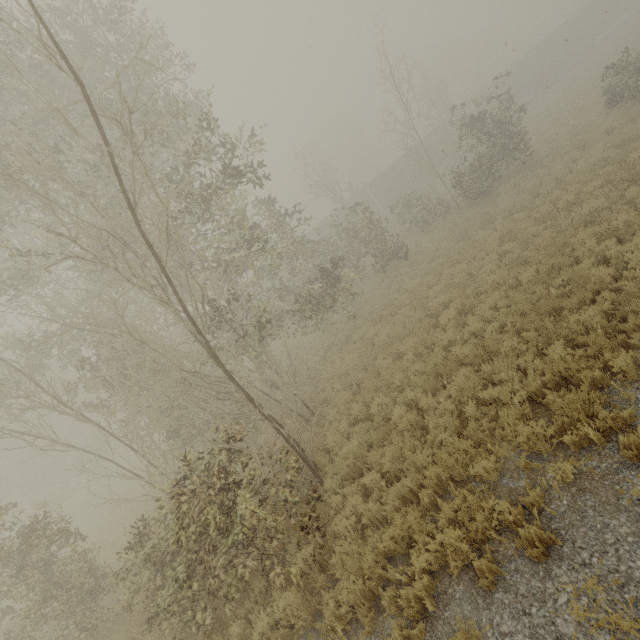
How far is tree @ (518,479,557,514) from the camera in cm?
474

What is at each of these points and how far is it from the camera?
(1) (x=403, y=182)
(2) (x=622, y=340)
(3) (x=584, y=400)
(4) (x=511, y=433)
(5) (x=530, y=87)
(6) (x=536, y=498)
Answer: (1) boxcar, 38.2m
(2) tree, 6.3m
(3) tree, 5.5m
(4) tree, 5.8m
(5) boxcar, 38.4m
(6) tree, 4.8m

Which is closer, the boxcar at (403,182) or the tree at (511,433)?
the tree at (511,433)

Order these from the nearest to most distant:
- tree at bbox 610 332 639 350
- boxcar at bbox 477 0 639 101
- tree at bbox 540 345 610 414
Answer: tree at bbox 540 345 610 414
tree at bbox 610 332 639 350
boxcar at bbox 477 0 639 101

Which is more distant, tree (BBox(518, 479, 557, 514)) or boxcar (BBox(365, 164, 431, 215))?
boxcar (BBox(365, 164, 431, 215))

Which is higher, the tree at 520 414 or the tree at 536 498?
the tree at 536 498

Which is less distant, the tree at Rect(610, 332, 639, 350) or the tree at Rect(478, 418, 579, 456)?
the tree at Rect(478, 418, 579, 456)
